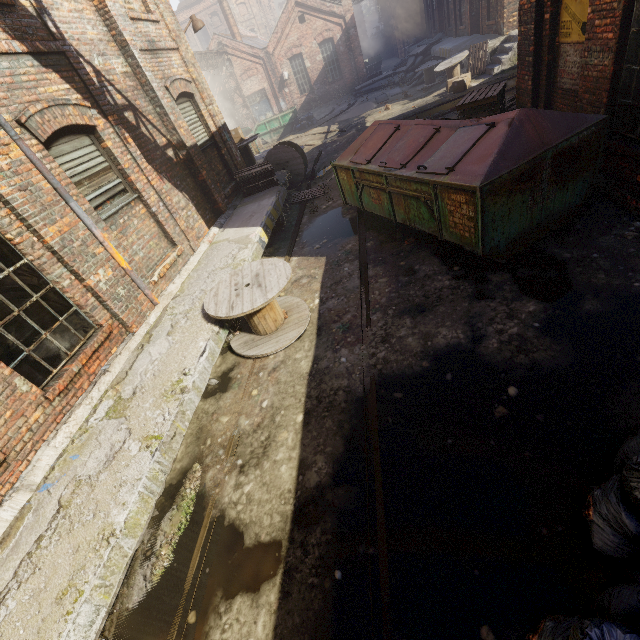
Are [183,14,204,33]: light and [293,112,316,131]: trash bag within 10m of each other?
no

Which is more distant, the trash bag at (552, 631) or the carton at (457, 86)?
the carton at (457, 86)

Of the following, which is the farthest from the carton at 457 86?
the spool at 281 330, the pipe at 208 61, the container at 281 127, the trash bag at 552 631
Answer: the trash bag at 552 631

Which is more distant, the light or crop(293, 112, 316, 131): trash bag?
crop(293, 112, 316, 131): trash bag

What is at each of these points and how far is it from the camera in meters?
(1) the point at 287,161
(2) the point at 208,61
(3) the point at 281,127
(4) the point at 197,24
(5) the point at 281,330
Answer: (1) spool, 11.6 m
(2) pipe, 23.9 m
(3) container, 23.5 m
(4) light, 9.7 m
(5) spool, 5.5 m

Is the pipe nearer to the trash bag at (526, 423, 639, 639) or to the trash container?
the trash container

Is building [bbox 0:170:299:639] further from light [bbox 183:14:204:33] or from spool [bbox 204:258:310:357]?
light [bbox 183:14:204:33]

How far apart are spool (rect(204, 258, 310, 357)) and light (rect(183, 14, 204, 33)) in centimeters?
835cm
